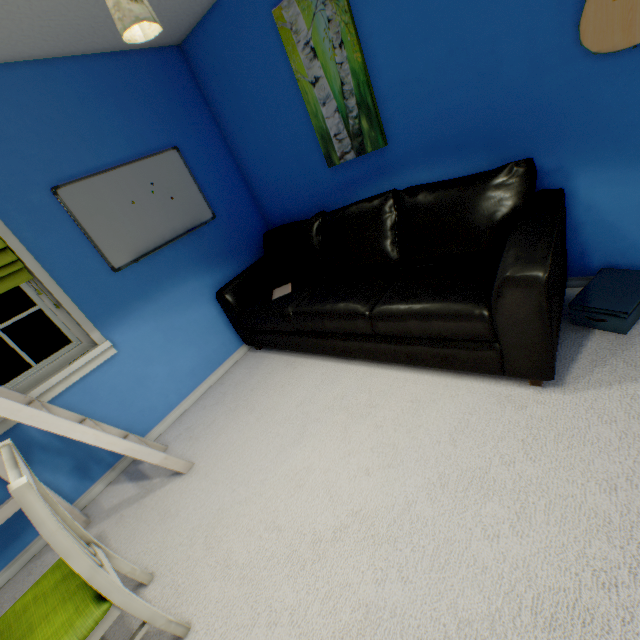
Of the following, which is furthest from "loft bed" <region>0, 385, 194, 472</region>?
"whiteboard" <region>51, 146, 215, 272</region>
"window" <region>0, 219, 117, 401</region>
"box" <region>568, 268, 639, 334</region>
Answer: "box" <region>568, 268, 639, 334</region>

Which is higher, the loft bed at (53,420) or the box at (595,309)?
the loft bed at (53,420)

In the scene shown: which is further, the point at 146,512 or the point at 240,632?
the point at 146,512

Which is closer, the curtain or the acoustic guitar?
the acoustic guitar

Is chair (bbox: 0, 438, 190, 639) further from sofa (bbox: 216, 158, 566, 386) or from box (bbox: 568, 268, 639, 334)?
box (bbox: 568, 268, 639, 334)

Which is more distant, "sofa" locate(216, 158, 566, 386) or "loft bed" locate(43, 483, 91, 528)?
"loft bed" locate(43, 483, 91, 528)

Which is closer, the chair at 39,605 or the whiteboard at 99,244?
the chair at 39,605

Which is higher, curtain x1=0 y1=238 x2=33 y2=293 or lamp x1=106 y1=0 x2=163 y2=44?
lamp x1=106 y1=0 x2=163 y2=44
